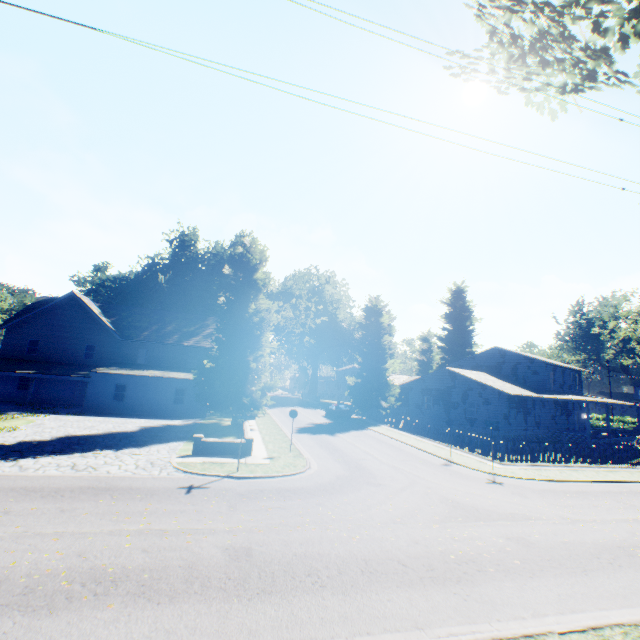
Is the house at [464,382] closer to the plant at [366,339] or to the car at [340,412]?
the plant at [366,339]

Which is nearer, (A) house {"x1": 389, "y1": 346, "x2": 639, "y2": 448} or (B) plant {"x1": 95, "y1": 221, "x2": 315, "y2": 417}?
(B) plant {"x1": 95, "y1": 221, "x2": 315, "y2": 417}

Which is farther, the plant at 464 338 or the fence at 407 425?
the plant at 464 338

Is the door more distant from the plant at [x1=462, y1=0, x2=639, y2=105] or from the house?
the house

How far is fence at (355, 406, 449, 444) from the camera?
26.1 meters

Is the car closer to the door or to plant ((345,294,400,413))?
plant ((345,294,400,413))

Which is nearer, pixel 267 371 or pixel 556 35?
pixel 556 35
